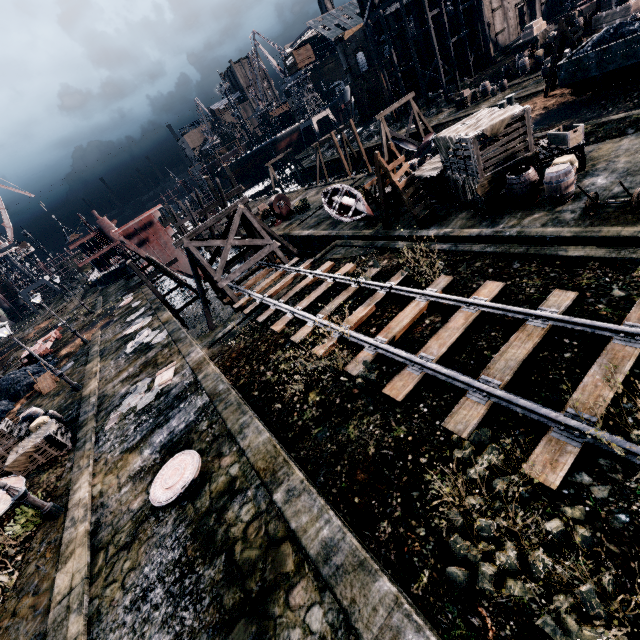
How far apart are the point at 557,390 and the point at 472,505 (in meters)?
3.38

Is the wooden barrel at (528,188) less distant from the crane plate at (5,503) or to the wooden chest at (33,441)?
the wooden chest at (33,441)

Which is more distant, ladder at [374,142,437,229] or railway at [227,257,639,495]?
ladder at [374,142,437,229]

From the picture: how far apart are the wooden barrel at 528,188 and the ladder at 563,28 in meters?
16.2 m

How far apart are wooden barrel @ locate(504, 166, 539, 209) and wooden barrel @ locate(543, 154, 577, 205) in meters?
0.2 m

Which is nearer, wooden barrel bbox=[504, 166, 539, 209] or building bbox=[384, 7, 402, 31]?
wooden barrel bbox=[504, 166, 539, 209]

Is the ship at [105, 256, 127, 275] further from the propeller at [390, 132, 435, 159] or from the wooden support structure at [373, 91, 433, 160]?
the propeller at [390, 132, 435, 159]

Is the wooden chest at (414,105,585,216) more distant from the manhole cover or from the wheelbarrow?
the wheelbarrow
